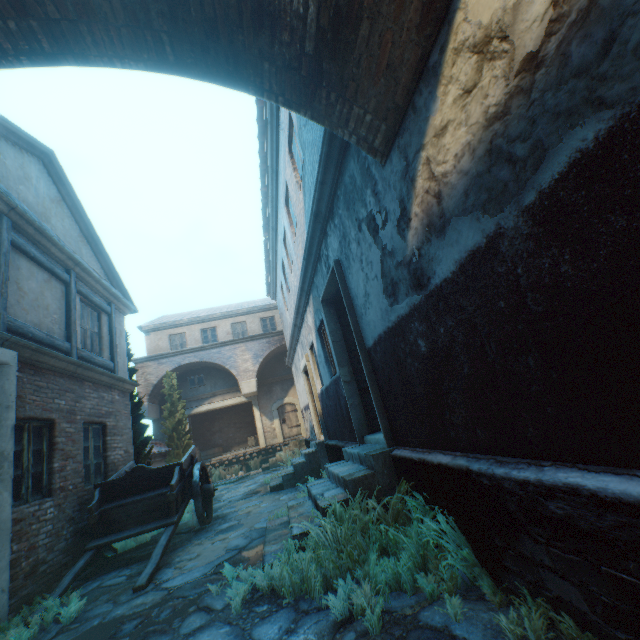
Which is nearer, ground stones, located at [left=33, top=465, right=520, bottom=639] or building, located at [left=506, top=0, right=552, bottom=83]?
building, located at [left=506, top=0, right=552, bottom=83]

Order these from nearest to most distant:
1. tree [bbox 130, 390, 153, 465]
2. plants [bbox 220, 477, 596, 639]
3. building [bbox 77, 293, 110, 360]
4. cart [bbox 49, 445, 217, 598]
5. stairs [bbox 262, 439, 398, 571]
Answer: plants [bbox 220, 477, 596, 639]
stairs [bbox 262, 439, 398, 571]
cart [bbox 49, 445, 217, 598]
building [bbox 77, 293, 110, 360]
tree [bbox 130, 390, 153, 465]

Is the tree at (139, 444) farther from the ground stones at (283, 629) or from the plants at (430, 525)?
the plants at (430, 525)

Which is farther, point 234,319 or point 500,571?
point 234,319

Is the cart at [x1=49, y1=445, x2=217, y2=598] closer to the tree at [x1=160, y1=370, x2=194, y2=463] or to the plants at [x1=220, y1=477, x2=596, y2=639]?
the tree at [x1=160, y1=370, x2=194, y2=463]

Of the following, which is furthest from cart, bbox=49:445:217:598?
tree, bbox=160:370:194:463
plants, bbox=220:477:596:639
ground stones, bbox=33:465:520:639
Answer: plants, bbox=220:477:596:639

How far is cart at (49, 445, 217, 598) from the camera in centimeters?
521cm

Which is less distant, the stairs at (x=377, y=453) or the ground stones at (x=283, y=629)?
the ground stones at (x=283, y=629)
